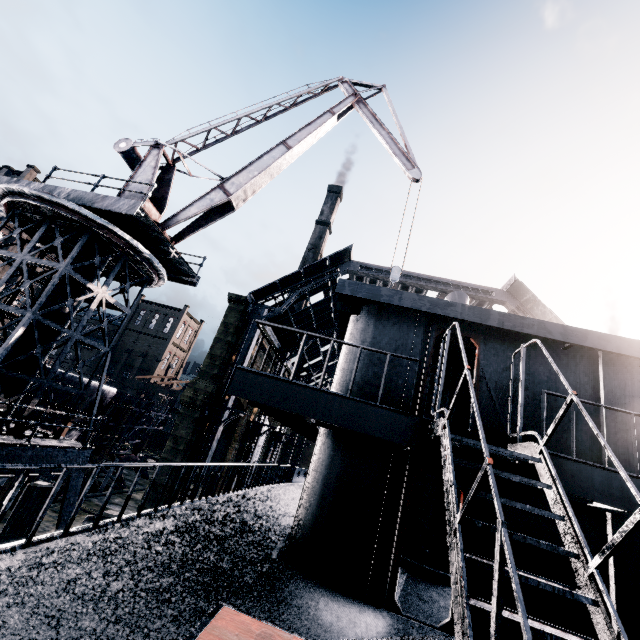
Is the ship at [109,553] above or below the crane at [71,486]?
above

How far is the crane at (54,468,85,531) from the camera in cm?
1277

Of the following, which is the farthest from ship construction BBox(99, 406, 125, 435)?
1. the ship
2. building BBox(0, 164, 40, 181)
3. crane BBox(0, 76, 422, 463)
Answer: building BBox(0, 164, 40, 181)

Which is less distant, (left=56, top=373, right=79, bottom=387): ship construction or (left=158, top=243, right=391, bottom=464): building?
(left=56, top=373, right=79, bottom=387): ship construction

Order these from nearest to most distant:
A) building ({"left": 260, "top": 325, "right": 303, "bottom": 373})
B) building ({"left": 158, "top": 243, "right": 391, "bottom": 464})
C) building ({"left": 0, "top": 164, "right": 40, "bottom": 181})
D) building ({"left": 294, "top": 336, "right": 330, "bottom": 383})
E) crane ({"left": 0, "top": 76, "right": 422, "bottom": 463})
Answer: crane ({"left": 0, "top": 76, "right": 422, "bottom": 463}) < building ({"left": 158, "top": 243, "right": 391, "bottom": 464}) < building ({"left": 260, "top": 325, "right": 303, "bottom": 373}) < building ({"left": 294, "top": 336, "right": 330, "bottom": 383}) < building ({"left": 0, "top": 164, "right": 40, "bottom": 181})

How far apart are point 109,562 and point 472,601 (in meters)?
4.64

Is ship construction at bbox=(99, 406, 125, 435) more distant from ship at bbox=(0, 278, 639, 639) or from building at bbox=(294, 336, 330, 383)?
ship at bbox=(0, 278, 639, 639)

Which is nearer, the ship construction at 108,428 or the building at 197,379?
the building at 197,379
